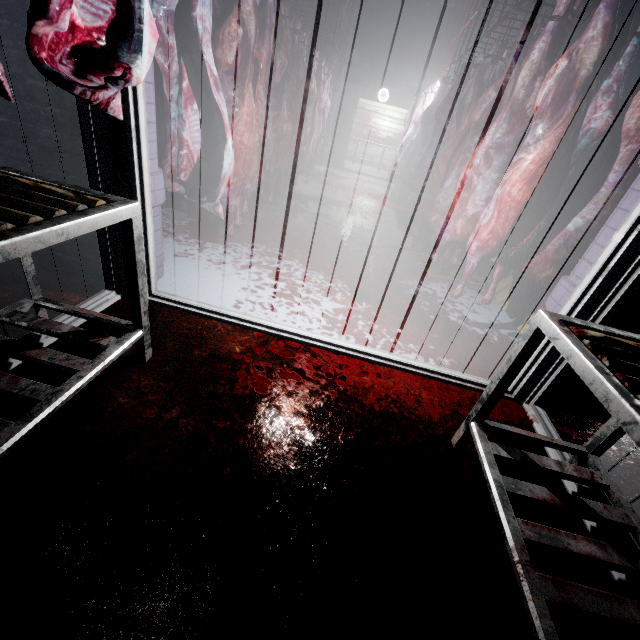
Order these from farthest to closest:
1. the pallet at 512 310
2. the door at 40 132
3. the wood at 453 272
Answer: the wood at 453 272 < the pallet at 512 310 < the door at 40 132

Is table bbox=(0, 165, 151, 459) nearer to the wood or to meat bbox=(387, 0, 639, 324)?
meat bbox=(387, 0, 639, 324)

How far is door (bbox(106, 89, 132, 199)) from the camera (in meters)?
1.55

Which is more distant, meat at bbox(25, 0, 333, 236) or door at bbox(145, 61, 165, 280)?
door at bbox(145, 61, 165, 280)

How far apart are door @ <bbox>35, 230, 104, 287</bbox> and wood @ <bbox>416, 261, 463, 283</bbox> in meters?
2.8

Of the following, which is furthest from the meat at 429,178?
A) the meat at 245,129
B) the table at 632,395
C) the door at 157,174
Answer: the meat at 245,129

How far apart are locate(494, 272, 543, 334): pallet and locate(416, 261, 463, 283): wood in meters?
0.1 m

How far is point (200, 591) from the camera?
0.9m
